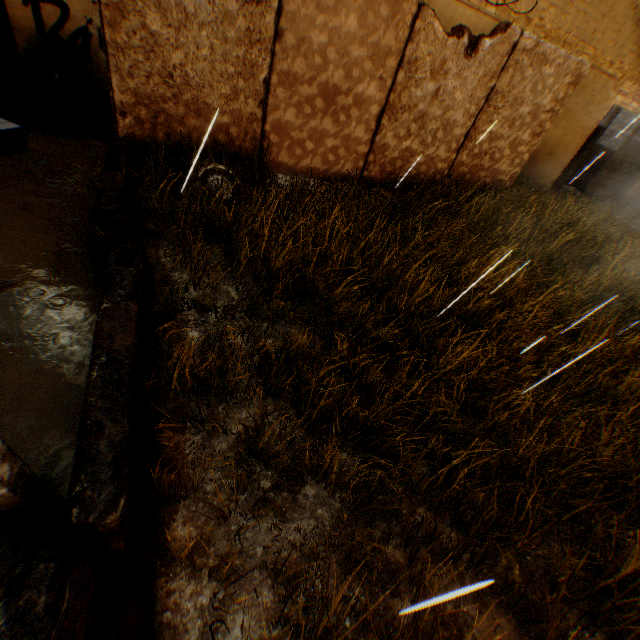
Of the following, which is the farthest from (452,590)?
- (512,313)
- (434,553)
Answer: (512,313)

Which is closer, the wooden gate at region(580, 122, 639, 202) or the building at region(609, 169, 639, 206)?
the wooden gate at region(580, 122, 639, 202)

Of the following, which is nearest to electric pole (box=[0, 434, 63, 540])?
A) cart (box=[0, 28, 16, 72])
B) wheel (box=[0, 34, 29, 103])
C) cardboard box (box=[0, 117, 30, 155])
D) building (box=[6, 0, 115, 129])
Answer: building (box=[6, 0, 115, 129])

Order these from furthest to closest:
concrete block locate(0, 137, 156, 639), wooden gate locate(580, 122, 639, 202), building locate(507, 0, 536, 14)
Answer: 1. wooden gate locate(580, 122, 639, 202)
2. building locate(507, 0, 536, 14)
3. concrete block locate(0, 137, 156, 639)

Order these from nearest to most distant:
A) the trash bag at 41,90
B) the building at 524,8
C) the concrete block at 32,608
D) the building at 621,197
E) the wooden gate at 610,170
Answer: the concrete block at 32,608
the trash bag at 41,90
the building at 524,8
the wooden gate at 610,170
the building at 621,197

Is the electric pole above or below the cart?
below

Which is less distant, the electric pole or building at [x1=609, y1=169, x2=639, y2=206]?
the electric pole

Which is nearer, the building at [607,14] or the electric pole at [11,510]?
the electric pole at [11,510]
